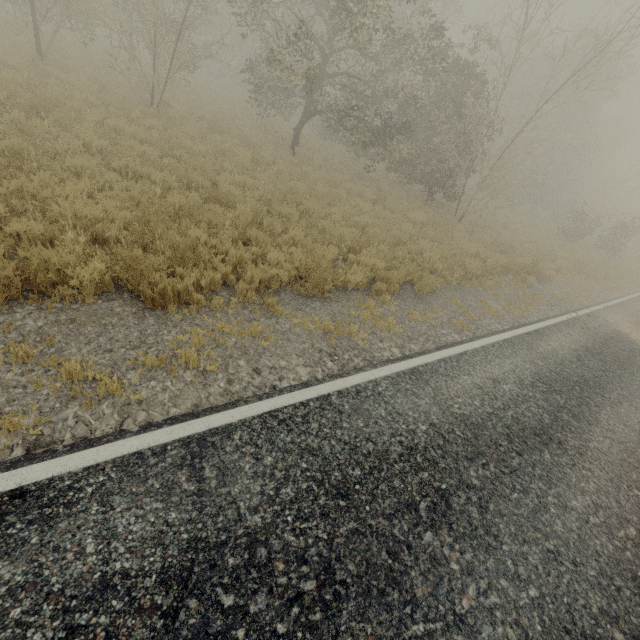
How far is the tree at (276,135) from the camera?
16.0m

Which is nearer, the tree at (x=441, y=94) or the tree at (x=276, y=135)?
the tree at (x=441, y=94)

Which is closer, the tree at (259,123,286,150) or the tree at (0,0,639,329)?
the tree at (0,0,639,329)

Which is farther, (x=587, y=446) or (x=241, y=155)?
(x=241, y=155)

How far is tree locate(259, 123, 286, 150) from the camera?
Result: 16.0 meters
